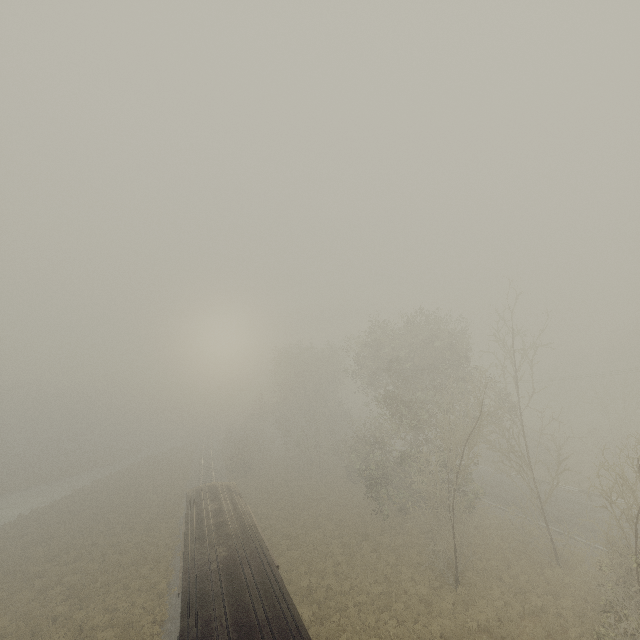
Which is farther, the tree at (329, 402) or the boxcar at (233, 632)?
the tree at (329, 402)

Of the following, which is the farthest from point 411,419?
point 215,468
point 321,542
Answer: point 215,468

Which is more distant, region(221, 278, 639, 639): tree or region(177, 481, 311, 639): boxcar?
region(221, 278, 639, 639): tree
